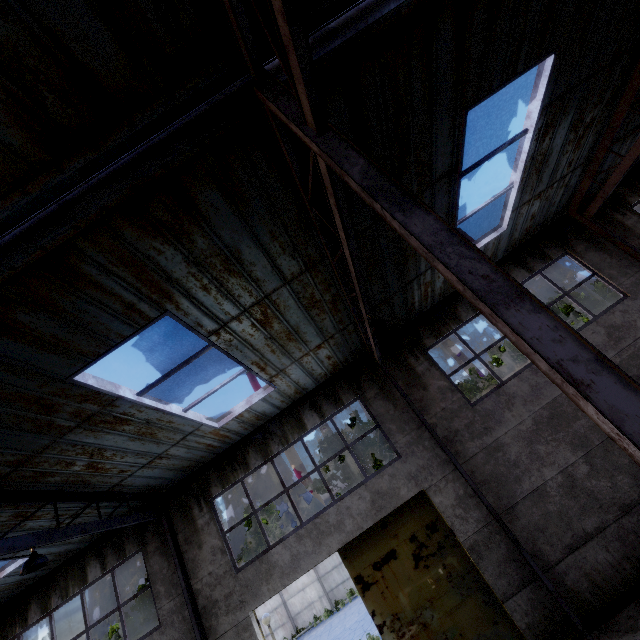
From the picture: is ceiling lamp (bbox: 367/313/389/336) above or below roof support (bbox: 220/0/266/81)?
below

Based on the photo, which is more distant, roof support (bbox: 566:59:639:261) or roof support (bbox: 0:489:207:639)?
roof support (bbox: 566:59:639:261)

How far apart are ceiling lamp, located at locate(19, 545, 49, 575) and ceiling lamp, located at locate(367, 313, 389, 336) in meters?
7.6 m

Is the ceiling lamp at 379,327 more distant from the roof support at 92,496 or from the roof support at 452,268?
the roof support at 92,496

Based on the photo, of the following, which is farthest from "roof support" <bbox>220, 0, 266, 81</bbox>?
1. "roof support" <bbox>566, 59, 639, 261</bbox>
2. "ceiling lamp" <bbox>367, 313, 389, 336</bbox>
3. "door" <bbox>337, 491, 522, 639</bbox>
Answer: "roof support" <bbox>566, 59, 639, 261</bbox>

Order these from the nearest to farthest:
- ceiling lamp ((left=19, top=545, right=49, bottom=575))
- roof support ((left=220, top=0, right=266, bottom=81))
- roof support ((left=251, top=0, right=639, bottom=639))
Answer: roof support ((left=251, top=0, right=639, bottom=639)), roof support ((left=220, top=0, right=266, bottom=81)), ceiling lamp ((left=19, top=545, right=49, bottom=575))

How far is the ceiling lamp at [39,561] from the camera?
5.9m

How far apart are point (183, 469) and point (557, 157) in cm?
1334
